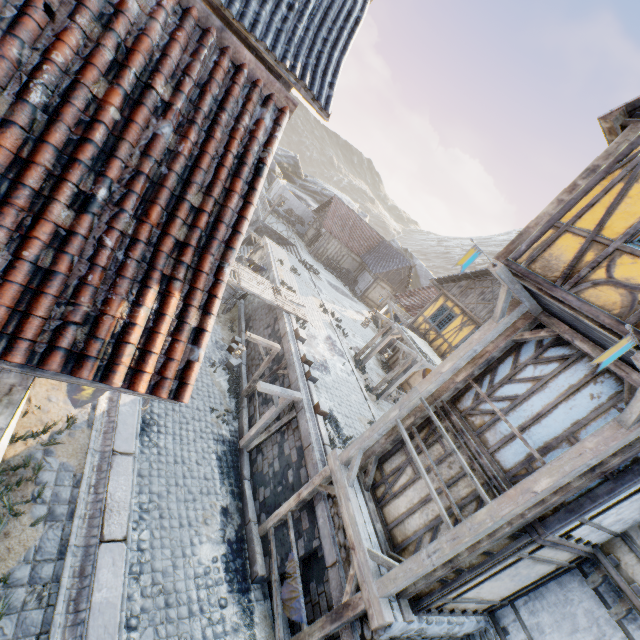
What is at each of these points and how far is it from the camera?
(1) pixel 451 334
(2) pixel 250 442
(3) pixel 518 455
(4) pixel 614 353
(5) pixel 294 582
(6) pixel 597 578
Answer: (1) building, 18.31m
(2) wooden structure, 11.75m
(3) building, 6.17m
(4) flag, 3.52m
(5) fabric, 7.59m
(6) wooden structure, 6.54m

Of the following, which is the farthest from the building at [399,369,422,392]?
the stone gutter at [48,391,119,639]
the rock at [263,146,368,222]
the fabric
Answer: the stone gutter at [48,391,119,639]

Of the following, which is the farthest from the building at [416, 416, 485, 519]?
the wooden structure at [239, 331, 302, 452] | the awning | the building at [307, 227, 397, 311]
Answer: the building at [307, 227, 397, 311]

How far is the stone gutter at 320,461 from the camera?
9.5 meters

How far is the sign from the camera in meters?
Answer: 3.7 m

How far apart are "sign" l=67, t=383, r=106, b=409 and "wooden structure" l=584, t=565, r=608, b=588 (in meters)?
9.45

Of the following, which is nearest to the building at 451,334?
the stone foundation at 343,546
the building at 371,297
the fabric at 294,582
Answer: the stone foundation at 343,546

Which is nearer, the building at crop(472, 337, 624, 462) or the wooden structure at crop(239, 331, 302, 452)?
→ the building at crop(472, 337, 624, 462)
